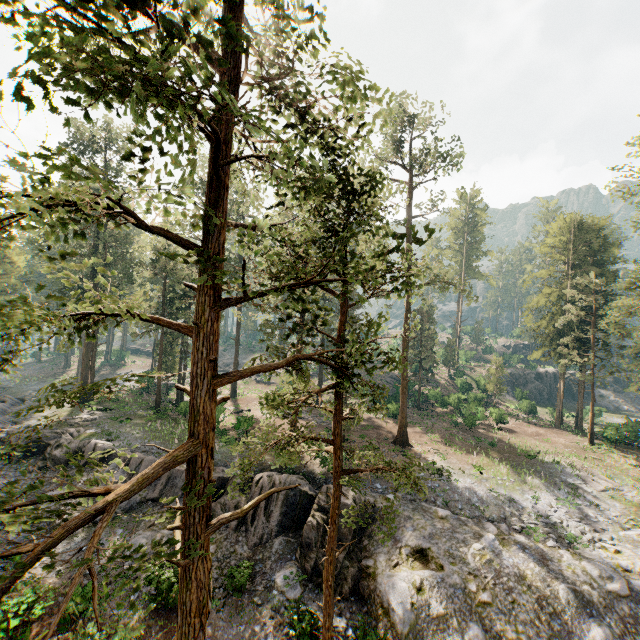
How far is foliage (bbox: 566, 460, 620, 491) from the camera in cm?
2572

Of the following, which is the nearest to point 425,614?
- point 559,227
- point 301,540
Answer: point 301,540

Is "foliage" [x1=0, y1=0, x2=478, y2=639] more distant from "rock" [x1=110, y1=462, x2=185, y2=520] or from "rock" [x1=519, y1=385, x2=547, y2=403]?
"rock" [x1=519, y1=385, x2=547, y2=403]

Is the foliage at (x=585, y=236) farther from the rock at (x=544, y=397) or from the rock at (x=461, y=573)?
the rock at (x=544, y=397)

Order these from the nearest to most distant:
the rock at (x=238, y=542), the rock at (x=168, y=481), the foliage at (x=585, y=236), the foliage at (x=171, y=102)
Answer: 1. the foliage at (x=171, y=102)
2. the rock at (x=238, y=542)
3. the rock at (x=168, y=481)
4. the foliage at (x=585, y=236)

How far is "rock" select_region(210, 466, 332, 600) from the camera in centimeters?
1764cm

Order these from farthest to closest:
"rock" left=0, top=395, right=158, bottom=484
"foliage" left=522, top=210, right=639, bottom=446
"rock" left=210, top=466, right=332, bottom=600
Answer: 1. "foliage" left=522, top=210, right=639, bottom=446
2. "rock" left=0, top=395, right=158, bottom=484
3. "rock" left=210, top=466, right=332, bottom=600
